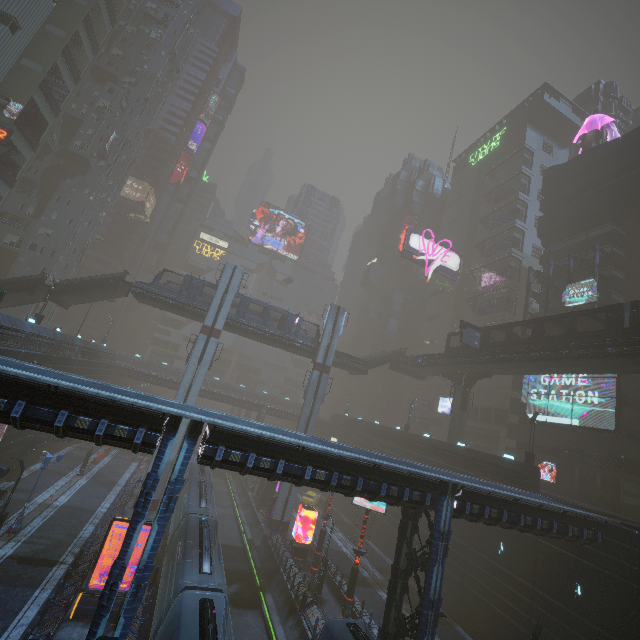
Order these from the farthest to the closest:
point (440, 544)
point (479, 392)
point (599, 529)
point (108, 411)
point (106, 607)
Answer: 1. point (479, 392)
2. point (599, 529)
3. point (440, 544)
4. point (108, 411)
5. point (106, 607)

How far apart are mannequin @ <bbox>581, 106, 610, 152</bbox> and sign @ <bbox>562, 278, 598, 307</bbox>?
22.4 meters

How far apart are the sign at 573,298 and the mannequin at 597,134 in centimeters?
2245cm

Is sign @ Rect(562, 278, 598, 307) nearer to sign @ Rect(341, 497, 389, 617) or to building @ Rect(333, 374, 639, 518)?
building @ Rect(333, 374, 639, 518)

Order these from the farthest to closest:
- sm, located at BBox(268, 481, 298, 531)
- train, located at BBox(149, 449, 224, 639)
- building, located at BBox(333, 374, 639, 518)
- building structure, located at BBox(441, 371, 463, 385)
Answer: building structure, located at BBox(441, 371, 463, 385) < sm, located at BBox(268, 481, 298, 531) < building, located at BBox(333, 374, 639, 518) < train, located at BBox(149, 449, 224, 639)

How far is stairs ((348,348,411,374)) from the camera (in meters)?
44.50

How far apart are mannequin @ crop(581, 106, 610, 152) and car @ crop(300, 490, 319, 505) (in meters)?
62.35

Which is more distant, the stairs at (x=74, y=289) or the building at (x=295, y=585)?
the stairs at (x=74, y=289)
